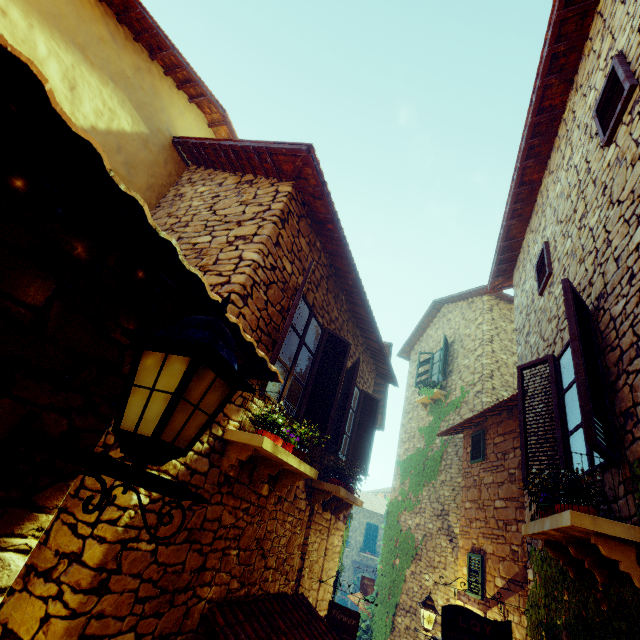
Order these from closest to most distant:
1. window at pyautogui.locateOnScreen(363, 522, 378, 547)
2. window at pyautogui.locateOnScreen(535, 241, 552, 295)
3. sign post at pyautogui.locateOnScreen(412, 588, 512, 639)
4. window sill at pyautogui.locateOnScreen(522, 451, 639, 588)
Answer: window sill at pyautogui.locateOnScreen(522, 451, 639, 588), sign post at pyautogui.locateOnScreen(412, 588, 512, 639), window at pyautogui.locateOnScreen(535, 241, 552, 295), window at pyautogui.locateOnScreen(363, 522, 378, 547)

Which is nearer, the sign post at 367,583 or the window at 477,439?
the window at 477,439

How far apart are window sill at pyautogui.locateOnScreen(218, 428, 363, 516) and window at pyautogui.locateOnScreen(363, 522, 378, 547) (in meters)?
25.80

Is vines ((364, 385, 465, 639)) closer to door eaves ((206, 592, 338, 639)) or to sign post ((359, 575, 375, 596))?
sign post ((359, 575, 375, 596))

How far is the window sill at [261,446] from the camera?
3.1m

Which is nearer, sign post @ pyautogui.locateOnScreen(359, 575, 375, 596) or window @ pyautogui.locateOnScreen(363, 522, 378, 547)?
sign post @ pyautogui.locateOnScreen(359, 575, 375, 596)

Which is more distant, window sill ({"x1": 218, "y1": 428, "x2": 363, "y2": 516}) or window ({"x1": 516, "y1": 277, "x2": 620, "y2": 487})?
window sill ({"x1": 218, "y1": 428, "x2": 363, "y2": 516})

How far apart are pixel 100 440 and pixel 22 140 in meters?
2.5 m
